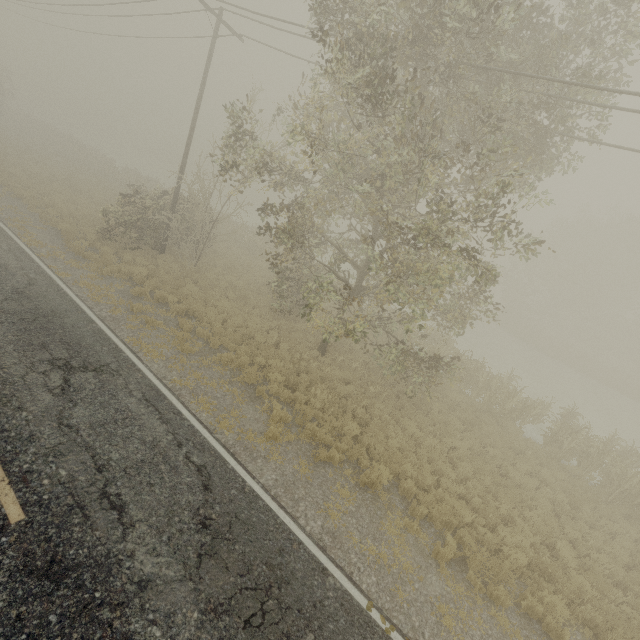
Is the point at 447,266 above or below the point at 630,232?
below
